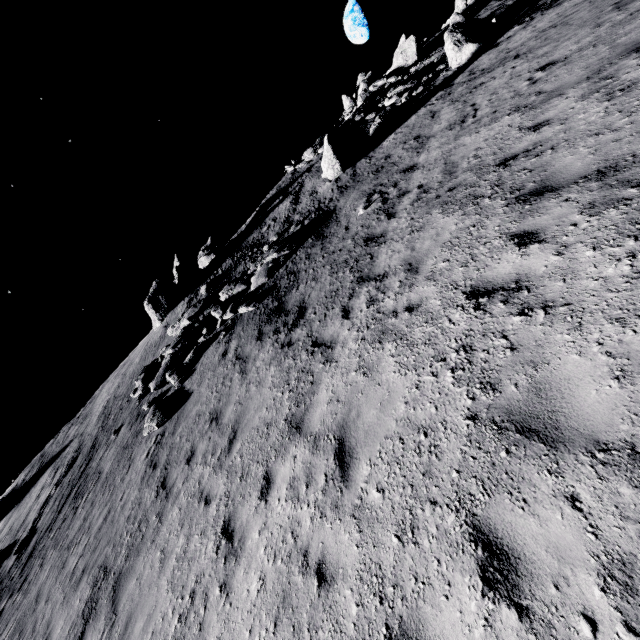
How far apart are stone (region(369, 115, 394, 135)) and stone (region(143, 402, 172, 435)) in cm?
1775

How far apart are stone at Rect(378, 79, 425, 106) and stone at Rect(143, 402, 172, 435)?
22.4 meters

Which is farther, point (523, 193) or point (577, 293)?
point (523, 193)

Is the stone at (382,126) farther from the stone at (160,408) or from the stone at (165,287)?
the stone at (160,408)

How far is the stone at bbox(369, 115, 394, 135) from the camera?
18.45m

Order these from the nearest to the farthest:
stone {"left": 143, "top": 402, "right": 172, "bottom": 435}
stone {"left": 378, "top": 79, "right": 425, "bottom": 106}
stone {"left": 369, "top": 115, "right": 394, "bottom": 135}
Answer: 1. stone {"left": 143, "top": 402, "right": 172, "bottom": 435}
2. stone {"left": 369, "top": 115, "right": 394, "bottom": 135}
3. stone {"left": 378, "top": 79, "right": 425, "bottom": 106}

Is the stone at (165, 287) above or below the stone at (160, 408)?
above

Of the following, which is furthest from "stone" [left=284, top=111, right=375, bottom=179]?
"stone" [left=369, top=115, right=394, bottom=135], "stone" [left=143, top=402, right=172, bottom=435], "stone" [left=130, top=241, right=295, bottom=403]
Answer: "stone" [left=143, top=402, right=172, bottom=435]
